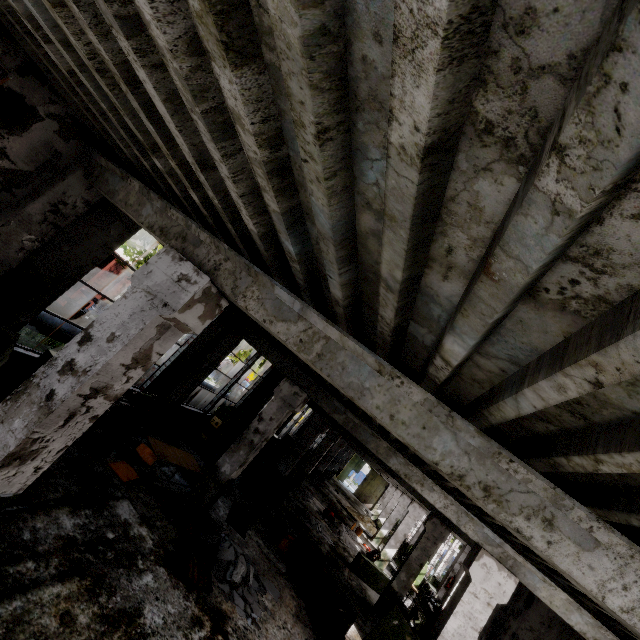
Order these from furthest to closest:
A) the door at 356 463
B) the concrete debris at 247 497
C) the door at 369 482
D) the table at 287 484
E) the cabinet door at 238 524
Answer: the door at 356 463, the door at 369 482, the table at 287 484, the concrete debris at 247 497, the cabinet door at 238 524

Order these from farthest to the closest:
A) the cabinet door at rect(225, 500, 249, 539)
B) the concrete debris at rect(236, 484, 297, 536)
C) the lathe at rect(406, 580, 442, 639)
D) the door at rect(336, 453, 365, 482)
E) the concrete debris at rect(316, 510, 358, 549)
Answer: the door at rect(336, 453, 365, 482) < the concrete debris at rect(316, 510, 358, 549) < the lathe at rect(406, 580, 442, 639) < the concrete debris at rect(236, 484, 297, 536) < the cabinet door at rect(225, 500, 249, 539)

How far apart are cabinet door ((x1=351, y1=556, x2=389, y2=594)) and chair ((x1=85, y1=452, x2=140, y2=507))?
11.3m

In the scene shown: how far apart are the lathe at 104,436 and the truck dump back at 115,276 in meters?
8.3

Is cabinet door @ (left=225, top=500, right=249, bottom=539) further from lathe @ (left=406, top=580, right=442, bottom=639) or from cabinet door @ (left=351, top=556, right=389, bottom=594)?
lathe @ (left=406, top=580, right=442, bottom=639)

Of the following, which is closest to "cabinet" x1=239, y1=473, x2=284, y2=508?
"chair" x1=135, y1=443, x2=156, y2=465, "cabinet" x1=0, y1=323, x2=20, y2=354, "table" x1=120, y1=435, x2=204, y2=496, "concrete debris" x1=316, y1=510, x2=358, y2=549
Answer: "table" x1=120, y1=435, x2=204, y2=496

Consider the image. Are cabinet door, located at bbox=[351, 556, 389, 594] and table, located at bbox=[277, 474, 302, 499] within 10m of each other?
yes

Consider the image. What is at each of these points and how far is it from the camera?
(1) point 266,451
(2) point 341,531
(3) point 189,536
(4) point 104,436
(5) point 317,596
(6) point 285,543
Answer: (1) lathe, 16.6m
(2) concrete debris, 16.7m
(3) wooden pallet, 6.7m
(4) lathe, 6.8m
(5) table, 8.6m
(6) chair, 10.0m
